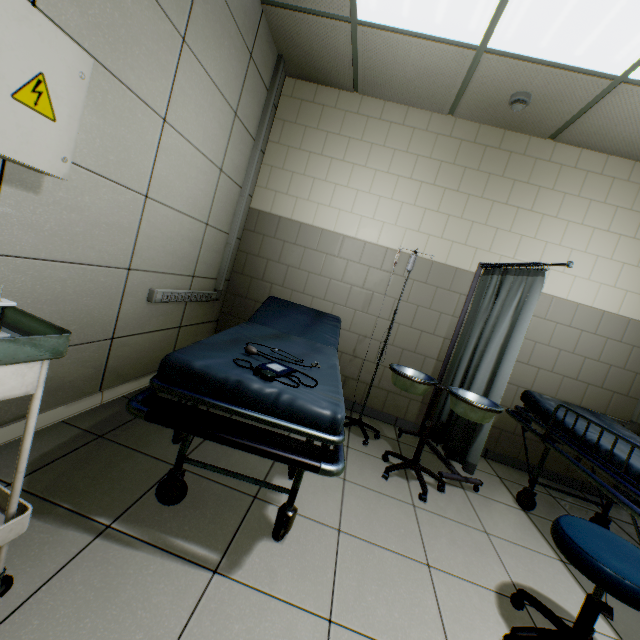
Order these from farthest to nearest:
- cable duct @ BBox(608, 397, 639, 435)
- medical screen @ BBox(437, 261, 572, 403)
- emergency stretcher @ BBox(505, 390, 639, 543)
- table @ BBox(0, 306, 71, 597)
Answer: cable duct @ BBox(608, 397, 639, 435) → medical screen @ BBox(437, 261, 572, 403) → emergency stretcher @ BBox(505, 390, 639, 543) → table @ BBox(0, 306, 71, 597)

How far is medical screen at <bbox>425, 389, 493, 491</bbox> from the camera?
2.55m

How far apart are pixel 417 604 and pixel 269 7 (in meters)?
4.13

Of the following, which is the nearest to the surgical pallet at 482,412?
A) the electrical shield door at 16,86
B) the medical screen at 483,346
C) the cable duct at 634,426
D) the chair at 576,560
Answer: the medical screen at 483,346

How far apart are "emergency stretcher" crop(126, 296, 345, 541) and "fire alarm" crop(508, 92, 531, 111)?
2.4 meters

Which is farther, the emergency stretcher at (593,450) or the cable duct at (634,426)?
the cable duct at (634,426)

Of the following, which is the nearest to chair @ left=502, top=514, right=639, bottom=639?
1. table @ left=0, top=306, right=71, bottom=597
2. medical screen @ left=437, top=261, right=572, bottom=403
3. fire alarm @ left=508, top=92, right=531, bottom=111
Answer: medical screen @ left=437, top=261, right=572, bottom=403

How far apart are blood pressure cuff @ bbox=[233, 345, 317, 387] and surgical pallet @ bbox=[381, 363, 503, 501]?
1.2 meters
